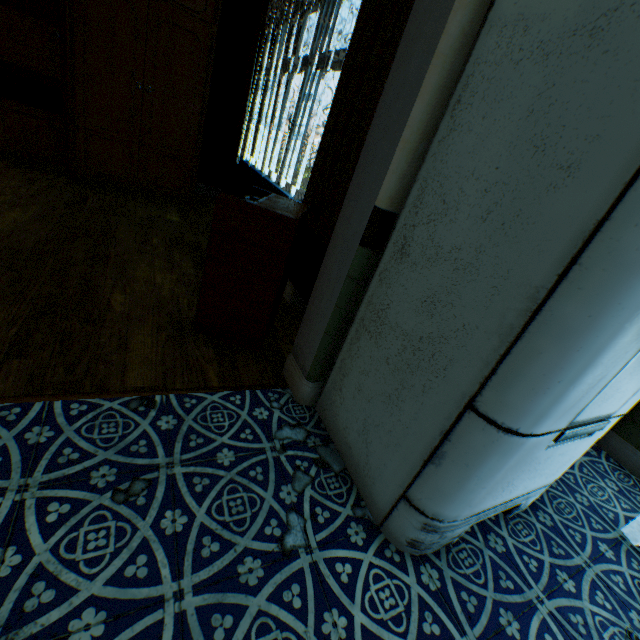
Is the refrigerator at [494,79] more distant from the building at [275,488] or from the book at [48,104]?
the book at [48,104]

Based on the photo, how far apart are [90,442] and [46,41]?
4.44m

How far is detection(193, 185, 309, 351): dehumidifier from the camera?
1.7 meters

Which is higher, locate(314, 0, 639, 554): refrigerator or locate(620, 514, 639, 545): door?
locate(314, 0, 639, 554): refrigerator

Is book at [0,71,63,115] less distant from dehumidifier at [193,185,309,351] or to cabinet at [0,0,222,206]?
cabinet at [0,0,222,206]

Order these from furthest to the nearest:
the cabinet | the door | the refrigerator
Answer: the cabinet → the door → the refrigerator

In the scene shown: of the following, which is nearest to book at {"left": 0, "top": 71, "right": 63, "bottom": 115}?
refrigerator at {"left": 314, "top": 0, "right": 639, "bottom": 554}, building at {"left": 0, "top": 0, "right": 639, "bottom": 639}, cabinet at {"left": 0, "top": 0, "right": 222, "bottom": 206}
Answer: cabinet at {"left": 0, "top": 0, "right": 222, "bottom": 206}

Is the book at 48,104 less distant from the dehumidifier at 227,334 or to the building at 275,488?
the building at 275,488
